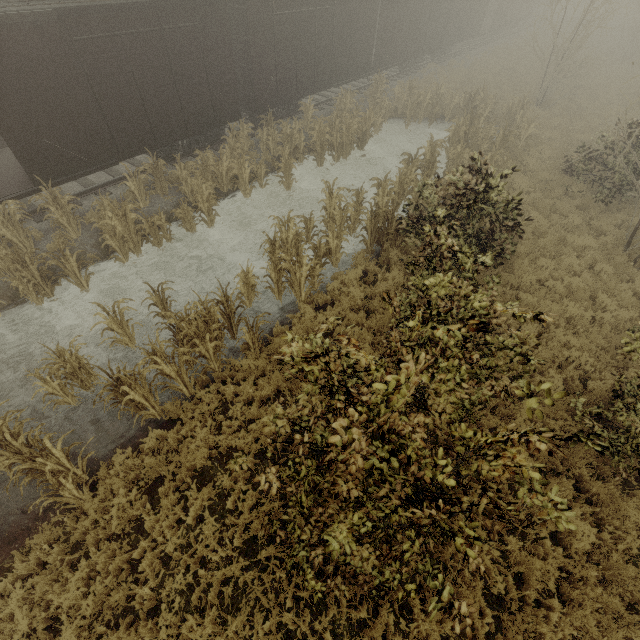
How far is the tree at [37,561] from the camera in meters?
5.0

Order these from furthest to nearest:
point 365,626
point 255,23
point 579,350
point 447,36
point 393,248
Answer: point 447,36
point 255,23
point 393,248
point 579,350
point 365,626

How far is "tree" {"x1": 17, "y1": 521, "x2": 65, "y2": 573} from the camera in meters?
5.0 m
